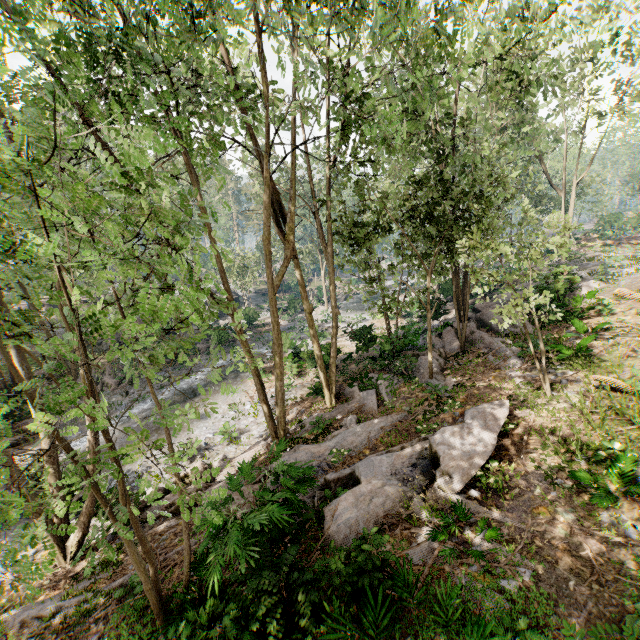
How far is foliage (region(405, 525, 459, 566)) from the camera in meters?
6.2

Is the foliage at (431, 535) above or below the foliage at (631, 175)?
below

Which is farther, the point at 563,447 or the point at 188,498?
the point at 188,498

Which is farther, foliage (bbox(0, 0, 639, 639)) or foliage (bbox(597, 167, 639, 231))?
foliage (bbox(597, 167, 639, 231))

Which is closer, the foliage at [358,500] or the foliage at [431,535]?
the foliage at [358,500]

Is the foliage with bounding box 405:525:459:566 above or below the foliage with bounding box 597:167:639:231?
below
